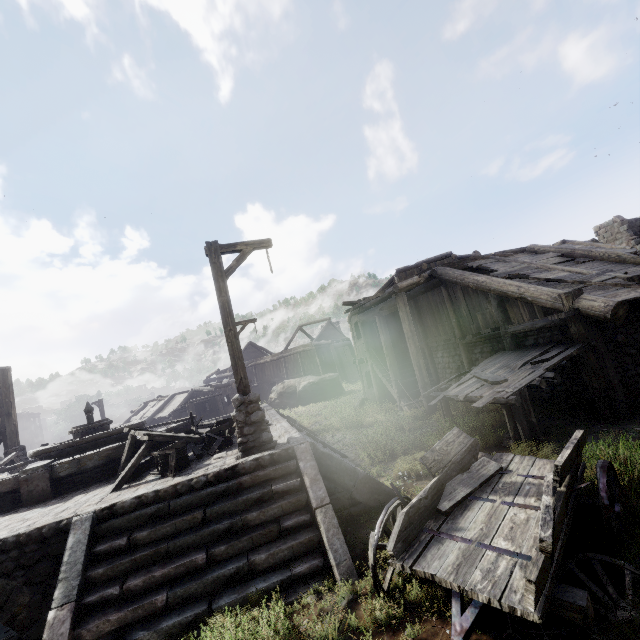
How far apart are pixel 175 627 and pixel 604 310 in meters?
10.3

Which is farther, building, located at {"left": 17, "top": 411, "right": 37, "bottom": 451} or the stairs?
building, located at {"left": 17, "top": 411, "right": 37, "bottom": 451}

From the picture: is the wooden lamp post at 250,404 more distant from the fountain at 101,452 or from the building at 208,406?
the building at 208,406

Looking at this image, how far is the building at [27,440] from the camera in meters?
56.2 m

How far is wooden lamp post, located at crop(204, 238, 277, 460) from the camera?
6.6m

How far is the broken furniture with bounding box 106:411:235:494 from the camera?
6.8m

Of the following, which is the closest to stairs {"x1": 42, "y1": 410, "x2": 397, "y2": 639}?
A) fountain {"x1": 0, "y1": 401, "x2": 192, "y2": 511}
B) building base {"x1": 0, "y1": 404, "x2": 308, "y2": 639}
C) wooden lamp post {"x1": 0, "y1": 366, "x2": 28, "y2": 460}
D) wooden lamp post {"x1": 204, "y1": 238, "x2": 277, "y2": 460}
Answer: building base {"x1": 0, "y1": 404, "x2": 308, "y2": 639}
